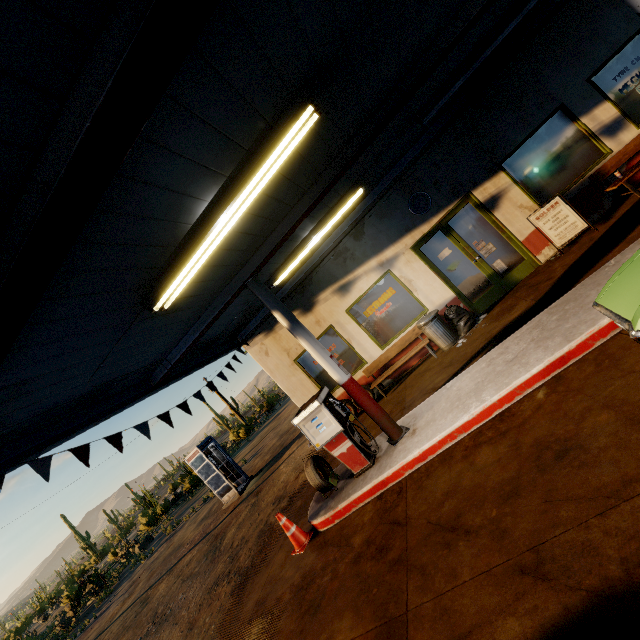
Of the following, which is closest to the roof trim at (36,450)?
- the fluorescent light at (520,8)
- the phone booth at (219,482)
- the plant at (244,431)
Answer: the fluorescent light at (520,8)

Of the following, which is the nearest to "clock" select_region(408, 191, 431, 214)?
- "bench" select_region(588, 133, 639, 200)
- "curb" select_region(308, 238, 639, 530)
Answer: "bench" select_region(588, 133, 639, 200)

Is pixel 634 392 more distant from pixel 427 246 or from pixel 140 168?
pixel 427 246

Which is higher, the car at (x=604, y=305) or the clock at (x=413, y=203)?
the clock at (x=413, y=203)

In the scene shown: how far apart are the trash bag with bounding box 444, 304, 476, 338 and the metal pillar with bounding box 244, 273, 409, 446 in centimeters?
330cm

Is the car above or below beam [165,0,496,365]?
below

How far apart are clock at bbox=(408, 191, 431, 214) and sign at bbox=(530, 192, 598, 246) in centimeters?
218cm

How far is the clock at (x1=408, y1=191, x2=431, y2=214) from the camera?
8.2 meters
